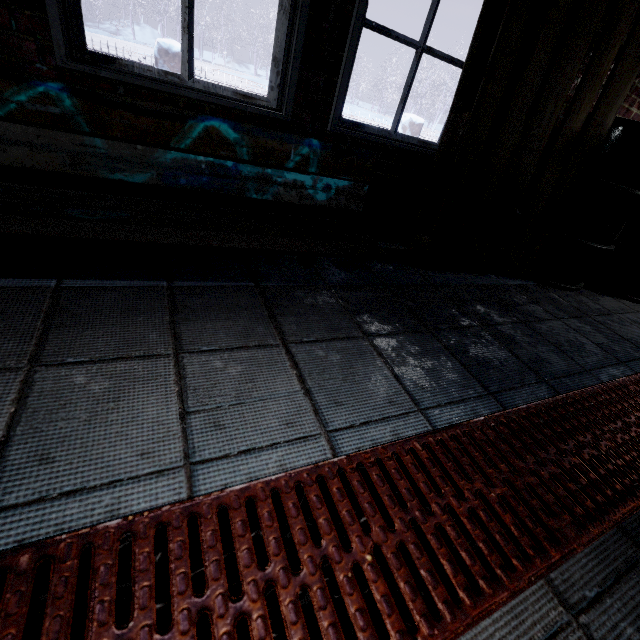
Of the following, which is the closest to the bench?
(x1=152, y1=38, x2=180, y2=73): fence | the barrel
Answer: the barrel

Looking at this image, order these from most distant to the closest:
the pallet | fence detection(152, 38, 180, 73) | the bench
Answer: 1. fence detection(152, 38, 180, 73)
2. the pallet
3. the bench

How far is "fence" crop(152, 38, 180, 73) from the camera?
4.6 meters

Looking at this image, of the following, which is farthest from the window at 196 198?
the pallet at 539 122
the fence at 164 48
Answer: the fence at 164 48

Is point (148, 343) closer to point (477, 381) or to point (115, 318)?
point (115, 318)

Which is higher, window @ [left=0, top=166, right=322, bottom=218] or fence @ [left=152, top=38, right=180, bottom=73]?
fence @ [left=152, top=38, right=180, bottom=73]

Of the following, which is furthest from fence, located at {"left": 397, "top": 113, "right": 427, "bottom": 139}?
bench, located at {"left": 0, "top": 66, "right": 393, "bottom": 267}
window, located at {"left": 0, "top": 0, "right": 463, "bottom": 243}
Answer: bench, located at {"left": 0, "top": 66, "right": 393, "bottom": 267}

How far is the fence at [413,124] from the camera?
6.84m
